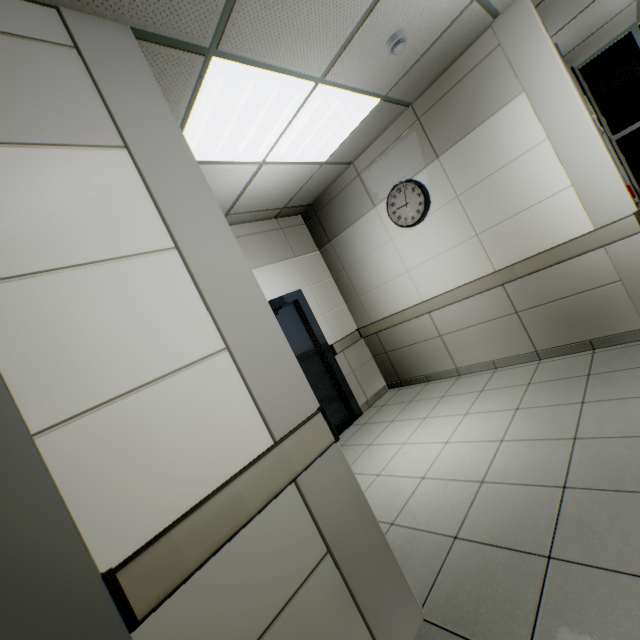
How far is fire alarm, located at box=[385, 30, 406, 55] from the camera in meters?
2.5

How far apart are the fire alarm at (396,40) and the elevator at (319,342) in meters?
2.9

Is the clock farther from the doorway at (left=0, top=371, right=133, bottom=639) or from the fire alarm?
the doorway at (left=0, top=371, right=133, bottom=639)

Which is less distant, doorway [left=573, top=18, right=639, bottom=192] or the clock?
the clock

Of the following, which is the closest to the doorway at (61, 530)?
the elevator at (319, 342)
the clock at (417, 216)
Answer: the elevator at (319, 342)

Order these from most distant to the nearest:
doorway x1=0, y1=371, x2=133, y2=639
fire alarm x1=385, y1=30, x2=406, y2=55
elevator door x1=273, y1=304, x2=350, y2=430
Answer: elevator door x1=273, y1=304, x2=350, y2=430 < fire alarm x1=385, y1=30, x2=406, y2=55 < doorway x1=0, y1=371, x2=133, y2=639

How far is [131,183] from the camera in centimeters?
139cm

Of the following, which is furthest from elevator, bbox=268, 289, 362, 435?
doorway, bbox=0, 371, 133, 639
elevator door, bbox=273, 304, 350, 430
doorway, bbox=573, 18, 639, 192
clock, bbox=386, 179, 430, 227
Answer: doorway, bbox=573, 18, 639, 192
